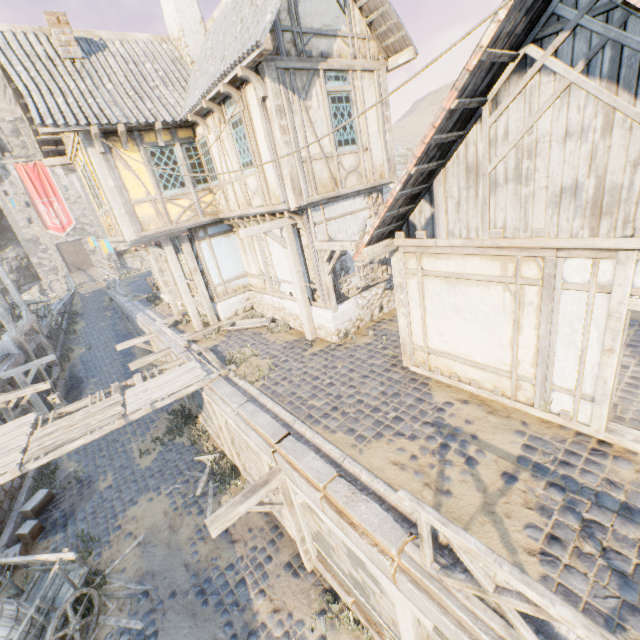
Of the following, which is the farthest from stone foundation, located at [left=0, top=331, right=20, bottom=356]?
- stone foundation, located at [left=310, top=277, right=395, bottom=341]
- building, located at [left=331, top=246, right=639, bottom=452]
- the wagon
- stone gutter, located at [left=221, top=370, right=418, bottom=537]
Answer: building, located at [left=331, top=246, right=639, bottom=452]

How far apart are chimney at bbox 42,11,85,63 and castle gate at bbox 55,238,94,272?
42.10m

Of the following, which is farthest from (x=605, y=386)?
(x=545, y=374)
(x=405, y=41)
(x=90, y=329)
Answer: (x=90, y=329)

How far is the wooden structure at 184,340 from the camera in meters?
10.9

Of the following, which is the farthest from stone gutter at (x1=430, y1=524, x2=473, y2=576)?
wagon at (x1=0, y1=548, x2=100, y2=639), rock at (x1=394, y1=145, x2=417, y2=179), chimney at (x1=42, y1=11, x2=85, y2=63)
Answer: rock at (x1=394, y1=145, x2=417, y2=179)

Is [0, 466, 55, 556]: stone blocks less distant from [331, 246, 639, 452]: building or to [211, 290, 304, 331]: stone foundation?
[211, 290, 304, 331]: stone foundation

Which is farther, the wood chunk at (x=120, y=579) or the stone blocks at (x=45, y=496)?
the stone blocks at (x=45, y=496)

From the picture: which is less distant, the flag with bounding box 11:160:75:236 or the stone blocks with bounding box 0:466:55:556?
the stone blocks with bounding box 0:466:55:556
